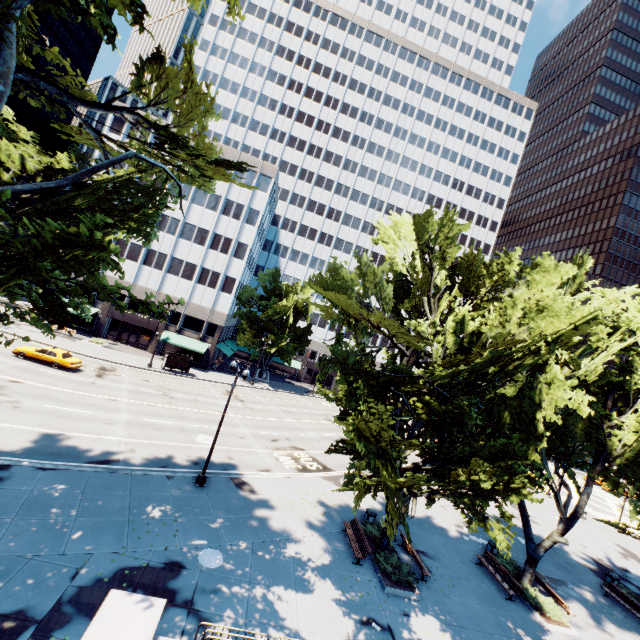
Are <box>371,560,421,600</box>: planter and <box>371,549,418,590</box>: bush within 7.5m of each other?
yes

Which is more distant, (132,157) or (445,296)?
(445,296)

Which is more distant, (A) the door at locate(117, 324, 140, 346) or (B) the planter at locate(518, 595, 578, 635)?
(A) the door at locate(117, 324, 140, 346)

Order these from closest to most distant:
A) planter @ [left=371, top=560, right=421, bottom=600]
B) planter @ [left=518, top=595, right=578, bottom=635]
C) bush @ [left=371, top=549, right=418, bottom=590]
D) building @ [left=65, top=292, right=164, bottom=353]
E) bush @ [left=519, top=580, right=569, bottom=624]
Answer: planter @ [left=371, top=560, right=421, bottom=600], bush @ [left=371, top=549, right=418, bottom=590], planter @ [left=518, top=595, right=578, bottom=635], bush @ [left=519, top=580, right=569, bottom=624], building @ [left=65, top=292, right=164, bottom=353]

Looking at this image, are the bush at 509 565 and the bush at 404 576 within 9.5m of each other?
yes

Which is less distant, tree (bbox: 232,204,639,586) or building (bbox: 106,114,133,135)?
tree (bbox: 232,204,639,586)

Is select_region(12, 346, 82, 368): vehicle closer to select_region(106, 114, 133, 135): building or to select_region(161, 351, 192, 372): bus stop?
select_region(161, 351, 192, 372): bus stop

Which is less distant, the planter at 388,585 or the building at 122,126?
the planter at 388,585
